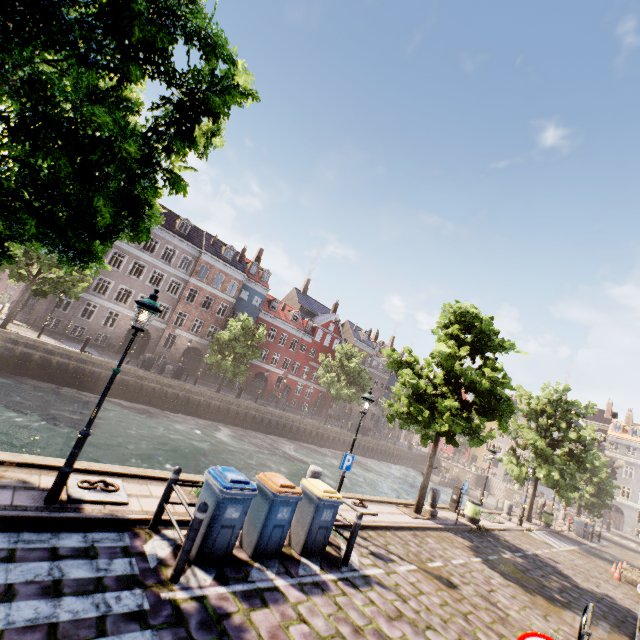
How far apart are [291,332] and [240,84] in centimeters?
4081cm

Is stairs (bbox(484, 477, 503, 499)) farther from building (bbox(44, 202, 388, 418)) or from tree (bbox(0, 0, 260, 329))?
building (bbox(44, 202, 388, 418))

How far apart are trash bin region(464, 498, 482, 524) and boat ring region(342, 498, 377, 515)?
7.4 meters

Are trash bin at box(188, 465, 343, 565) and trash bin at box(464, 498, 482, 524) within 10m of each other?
no

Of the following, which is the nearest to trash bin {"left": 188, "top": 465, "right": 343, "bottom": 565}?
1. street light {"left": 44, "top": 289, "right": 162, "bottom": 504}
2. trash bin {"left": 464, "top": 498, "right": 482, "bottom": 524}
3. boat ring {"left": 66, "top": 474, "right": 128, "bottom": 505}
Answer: boat ring {"left": 66, "top": 474, "right": 128, "bottom": 505}

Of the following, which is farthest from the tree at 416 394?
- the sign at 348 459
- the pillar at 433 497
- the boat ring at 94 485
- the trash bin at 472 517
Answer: the sign at 348 459

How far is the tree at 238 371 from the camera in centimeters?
2978cm

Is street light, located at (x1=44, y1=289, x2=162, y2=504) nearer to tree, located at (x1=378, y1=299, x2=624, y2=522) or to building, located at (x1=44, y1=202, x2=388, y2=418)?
tree, located at (x1=378, y1=299, x2=624, y2=522)
